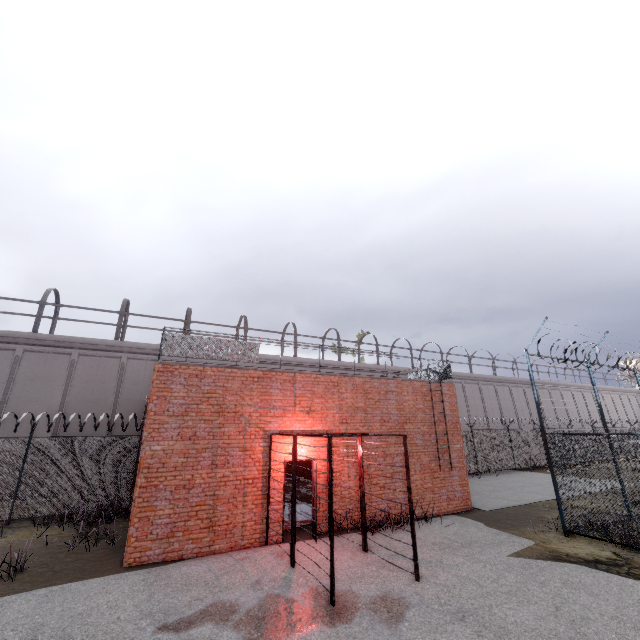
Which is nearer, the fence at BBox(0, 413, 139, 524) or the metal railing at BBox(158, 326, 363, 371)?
the metal railing at BBox(158, 326, 363, 371)

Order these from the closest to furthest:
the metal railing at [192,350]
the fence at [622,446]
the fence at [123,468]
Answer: the fence at [622,446] < the metal railing at [192,350] < the fence at [123,468]

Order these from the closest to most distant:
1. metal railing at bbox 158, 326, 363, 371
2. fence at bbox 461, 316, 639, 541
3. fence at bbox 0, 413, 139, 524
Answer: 1. fence at bbox 461, 316, 639, 541
2. metal railing at bbox 158, 326, 363, 371
3. fence at bbox 0, 413, 139, 524

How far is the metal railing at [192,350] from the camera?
9.58m

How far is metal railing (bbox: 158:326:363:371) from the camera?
9.6 meters

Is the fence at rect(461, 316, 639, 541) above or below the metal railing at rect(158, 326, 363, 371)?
below

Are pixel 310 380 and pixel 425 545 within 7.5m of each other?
yes

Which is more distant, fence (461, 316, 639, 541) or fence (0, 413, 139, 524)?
fence (0, 413, 139, 524)
